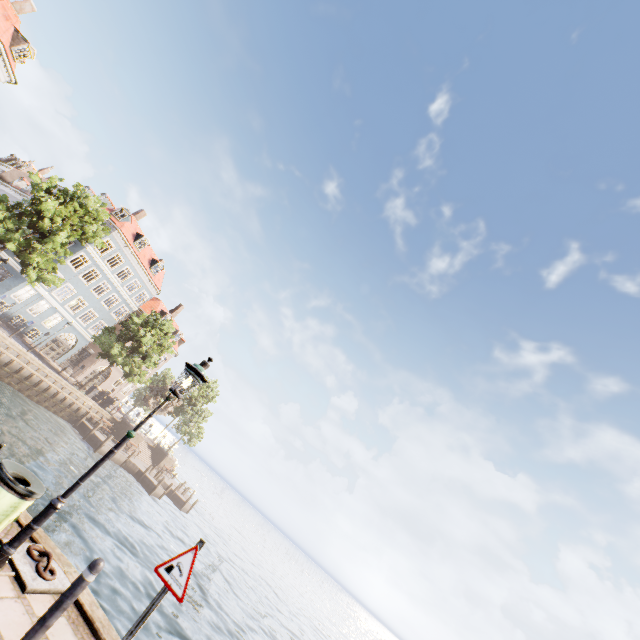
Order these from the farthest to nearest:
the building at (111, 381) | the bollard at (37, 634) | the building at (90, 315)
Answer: the building at (111, 381) → the building at (90, 315) → the bollard at (37, 634)

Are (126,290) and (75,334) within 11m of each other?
yes

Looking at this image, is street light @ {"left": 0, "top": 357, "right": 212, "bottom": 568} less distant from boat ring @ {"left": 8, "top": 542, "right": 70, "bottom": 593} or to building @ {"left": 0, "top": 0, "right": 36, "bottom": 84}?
boat ring @ {"left": 8, "top": 542, "right": 70, "bottom": 593}

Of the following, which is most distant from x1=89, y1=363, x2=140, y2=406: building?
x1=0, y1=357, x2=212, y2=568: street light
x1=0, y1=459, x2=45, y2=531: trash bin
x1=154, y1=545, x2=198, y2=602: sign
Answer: x1=154, y1=545, x2=198, y2=602: sign

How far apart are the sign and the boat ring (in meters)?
2.37

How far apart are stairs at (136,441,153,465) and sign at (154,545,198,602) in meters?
38.7 m

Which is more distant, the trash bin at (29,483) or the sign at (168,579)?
the trash bin at (29,483)

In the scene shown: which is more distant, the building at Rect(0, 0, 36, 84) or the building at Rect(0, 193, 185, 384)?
the building at Rect(0, 193, 185, 384)
